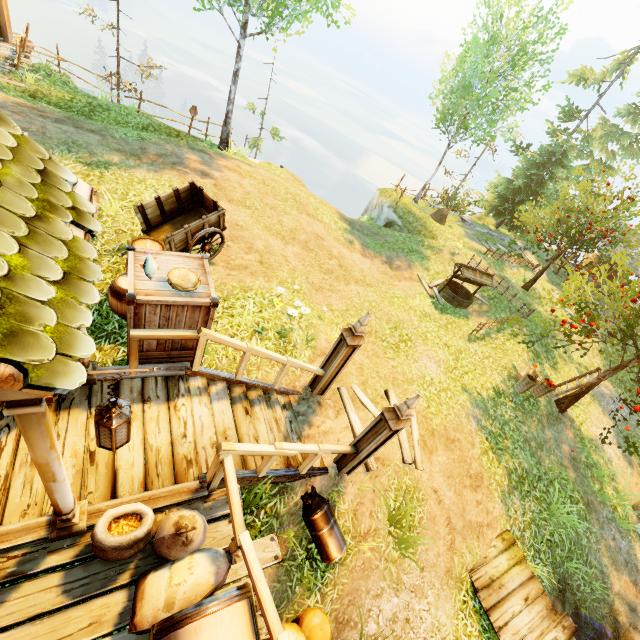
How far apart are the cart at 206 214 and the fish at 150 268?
2.6m

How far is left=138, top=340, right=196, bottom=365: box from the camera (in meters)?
4.48

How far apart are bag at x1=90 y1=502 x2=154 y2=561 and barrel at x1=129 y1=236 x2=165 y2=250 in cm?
375

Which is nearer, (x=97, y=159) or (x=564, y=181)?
(x=97, y=159)

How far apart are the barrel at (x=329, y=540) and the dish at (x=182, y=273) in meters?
3.7 m

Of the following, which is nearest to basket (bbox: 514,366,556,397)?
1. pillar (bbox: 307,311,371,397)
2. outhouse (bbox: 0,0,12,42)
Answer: pillar (bbox: 307,311,371,397)

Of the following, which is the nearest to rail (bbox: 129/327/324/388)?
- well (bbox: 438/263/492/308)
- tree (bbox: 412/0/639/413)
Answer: tree (bbox: 412/0/639/413)

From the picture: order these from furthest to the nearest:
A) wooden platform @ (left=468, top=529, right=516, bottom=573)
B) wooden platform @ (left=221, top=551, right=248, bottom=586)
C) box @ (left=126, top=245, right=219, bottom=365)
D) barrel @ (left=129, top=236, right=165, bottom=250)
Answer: wooden platform @ (left=468, top=529, right=516, bottom=573)
barrel @ (left=129, top=236, right=165, bottom=250)
box @ (left=126, top=245, right=219, bottom=365)
wooden platform @ (left=221, top=551, right=248, bottom=586)
